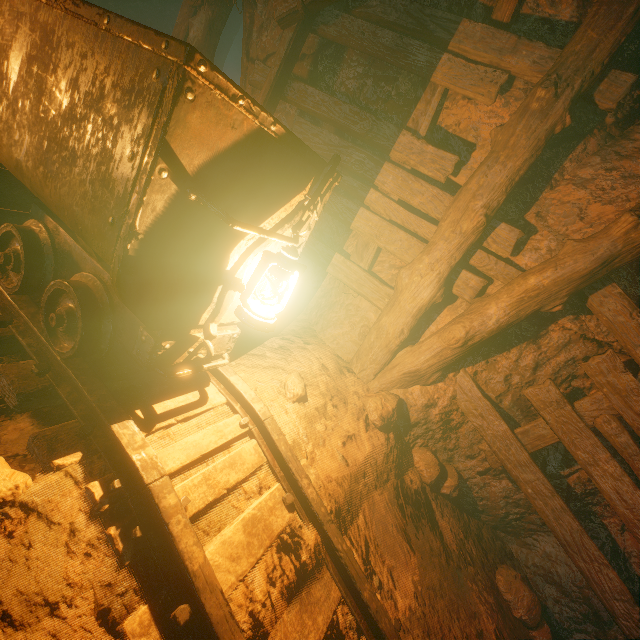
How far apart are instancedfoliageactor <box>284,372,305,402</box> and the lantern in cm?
73

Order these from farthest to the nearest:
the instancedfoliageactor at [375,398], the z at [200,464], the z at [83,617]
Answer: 1. the instancedfoliageactor at [375,398]
2. the z at [200,464]
3. the z at [83,617]

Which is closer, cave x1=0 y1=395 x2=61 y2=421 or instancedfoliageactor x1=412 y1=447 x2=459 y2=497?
cave x1=0 y1=395 x2=61 y2=421

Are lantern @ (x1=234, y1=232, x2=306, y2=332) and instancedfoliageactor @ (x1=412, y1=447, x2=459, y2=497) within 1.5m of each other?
no

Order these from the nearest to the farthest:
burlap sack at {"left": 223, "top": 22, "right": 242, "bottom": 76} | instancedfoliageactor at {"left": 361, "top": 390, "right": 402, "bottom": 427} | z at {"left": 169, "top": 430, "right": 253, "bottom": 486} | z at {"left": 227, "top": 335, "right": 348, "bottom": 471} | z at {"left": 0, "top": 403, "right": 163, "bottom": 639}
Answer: z at {"left": 0, "top": 403, "right": 163, "bottom": 639} < z at {"left": 169, "top": 430, "right": 253, "bottom": 486} < z at {"left": 227, "top": 335, "right": 348, "bottom": 471} < instancedfoliageactor at {"left": 361, "top": 390, "right": 402, "bottom": 427} < burlap sack at {"left": 223, "top": 22, "right": 242, "bottom": 76}

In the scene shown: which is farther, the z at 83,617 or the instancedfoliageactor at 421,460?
the instancedfoliageactor at 421,460

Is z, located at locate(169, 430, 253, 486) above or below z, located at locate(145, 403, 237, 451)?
below

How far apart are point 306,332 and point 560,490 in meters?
3.1
